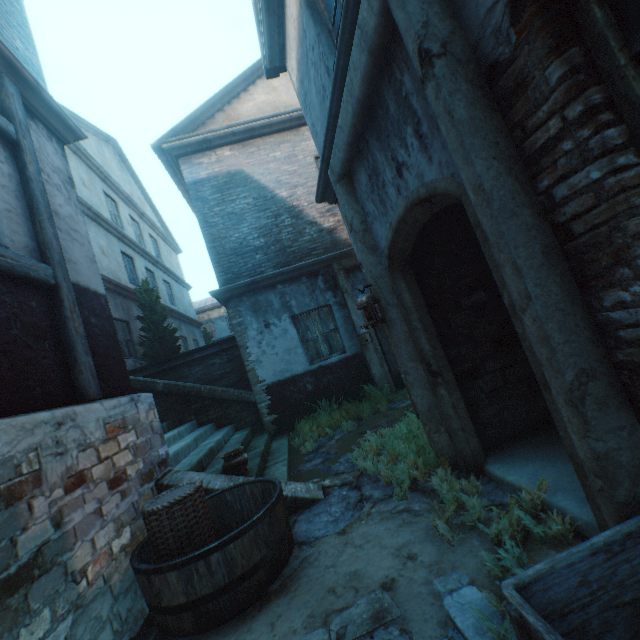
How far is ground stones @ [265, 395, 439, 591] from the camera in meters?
3.1

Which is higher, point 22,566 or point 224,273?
point 224,273

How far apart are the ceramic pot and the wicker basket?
1.04m

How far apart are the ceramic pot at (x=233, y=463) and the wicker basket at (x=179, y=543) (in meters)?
1.04

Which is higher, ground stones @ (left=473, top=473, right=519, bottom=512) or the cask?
the cask

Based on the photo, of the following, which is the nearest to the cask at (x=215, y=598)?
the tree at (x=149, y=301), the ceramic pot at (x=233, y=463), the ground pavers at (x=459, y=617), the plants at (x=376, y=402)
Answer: the ground pavers at (x=459, y=617)

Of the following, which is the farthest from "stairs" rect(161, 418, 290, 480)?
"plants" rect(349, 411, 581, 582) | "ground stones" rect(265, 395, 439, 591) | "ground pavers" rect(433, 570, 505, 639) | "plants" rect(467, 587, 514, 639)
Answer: "plants" rect(467, 587, 514, 639)

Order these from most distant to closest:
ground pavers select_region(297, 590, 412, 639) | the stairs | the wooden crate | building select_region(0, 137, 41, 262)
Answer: the stairs, building select_region(0, 137, 41, 262), ground pavers select_region(297, 590, 412, 639), the wooden crate
